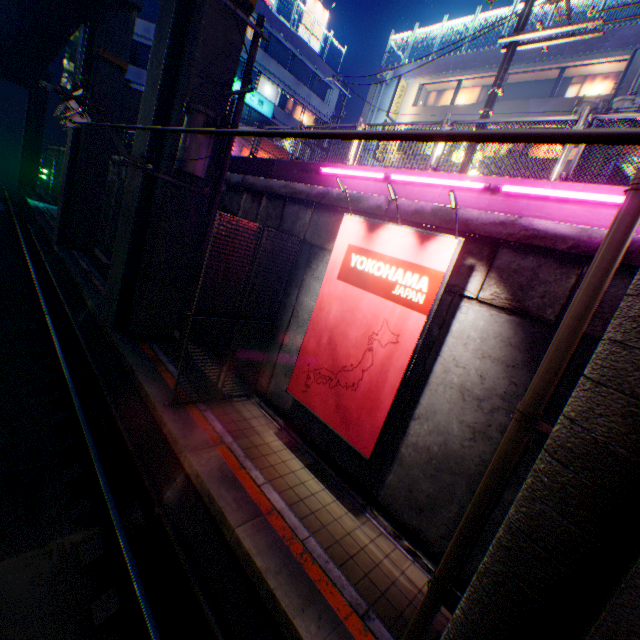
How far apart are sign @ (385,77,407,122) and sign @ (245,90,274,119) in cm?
1227

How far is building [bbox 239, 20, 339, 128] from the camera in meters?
27.7

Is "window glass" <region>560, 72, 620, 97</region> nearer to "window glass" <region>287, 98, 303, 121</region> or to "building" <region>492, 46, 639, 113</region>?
"building" <region>492, 46, 639, 113</region>

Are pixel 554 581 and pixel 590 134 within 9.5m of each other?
yes

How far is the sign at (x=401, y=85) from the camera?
21.9 meters

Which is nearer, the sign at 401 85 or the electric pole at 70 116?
the electric pole at 70 116

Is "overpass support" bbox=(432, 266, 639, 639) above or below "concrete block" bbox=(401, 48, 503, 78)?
below

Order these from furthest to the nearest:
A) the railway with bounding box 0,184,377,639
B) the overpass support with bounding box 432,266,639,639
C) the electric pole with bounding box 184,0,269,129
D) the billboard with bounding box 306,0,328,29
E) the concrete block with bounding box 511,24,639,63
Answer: the billboard with bounding box 306,0,328,29 → the concrete block with bounding box 511,24,639,63 → the electric pole with bounding box 184,0,269,129 → the railway with bounding box 0,184,377,639 → the overpass support with bounding box 432,266,639,639
